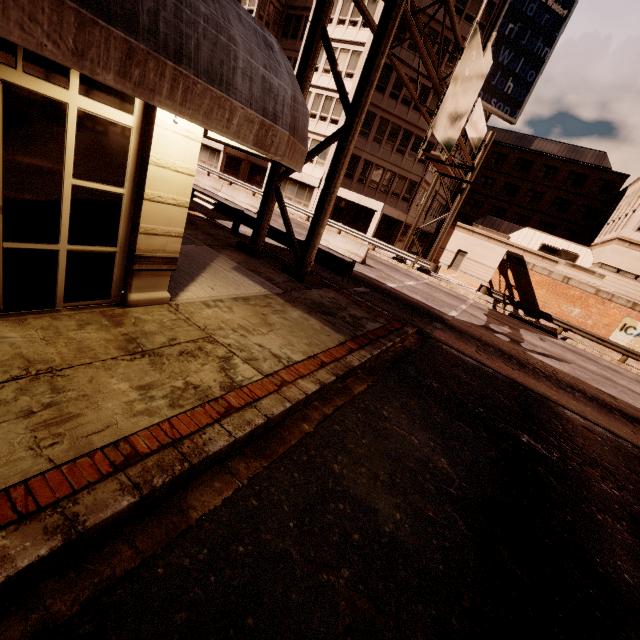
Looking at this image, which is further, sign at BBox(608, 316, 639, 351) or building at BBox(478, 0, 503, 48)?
building at BBox(478, 0, 503, 48)

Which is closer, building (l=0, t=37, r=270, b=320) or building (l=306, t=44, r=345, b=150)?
building (l=0, t=37, r=270, b=320)

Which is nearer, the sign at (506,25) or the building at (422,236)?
the sign at (506,25)

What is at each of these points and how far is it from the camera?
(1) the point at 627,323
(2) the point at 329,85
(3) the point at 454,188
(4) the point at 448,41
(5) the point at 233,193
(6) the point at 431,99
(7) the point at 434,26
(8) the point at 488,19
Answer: (1) sign, 20.89m
(2) building, 29.30m
(3) building, 43.66m
(4) building, 27.98m
(5) barrier, 23.28m
(6) building, 29.69m
(7) building, 27.33m
(8) building, 27.84m

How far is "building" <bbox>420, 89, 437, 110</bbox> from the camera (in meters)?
29.47

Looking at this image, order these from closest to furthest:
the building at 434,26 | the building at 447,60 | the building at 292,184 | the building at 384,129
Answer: the building at 434,26, the building at 447,60, the building at 384,129, the building at 292,184
